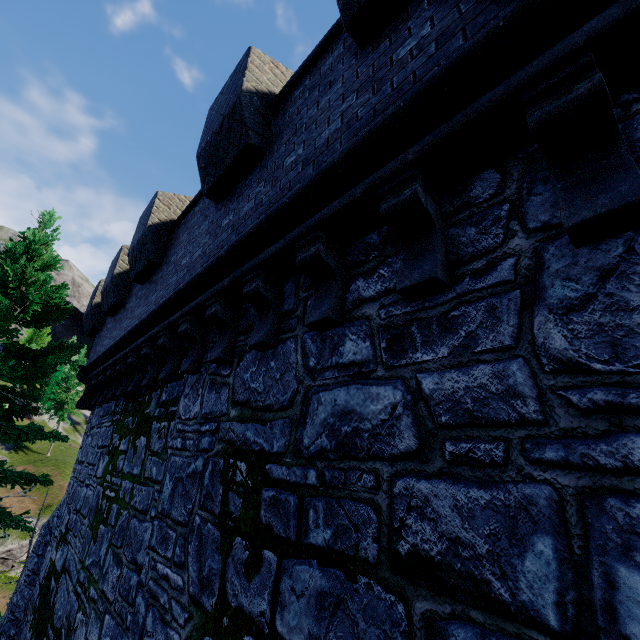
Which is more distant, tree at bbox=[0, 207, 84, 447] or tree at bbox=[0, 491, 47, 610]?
tree at bbox=[0, 207, 84, 447]

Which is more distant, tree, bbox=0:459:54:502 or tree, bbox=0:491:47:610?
tree, bbox=0:459:54:502

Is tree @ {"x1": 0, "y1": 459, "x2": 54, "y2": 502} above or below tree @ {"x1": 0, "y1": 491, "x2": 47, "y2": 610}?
above

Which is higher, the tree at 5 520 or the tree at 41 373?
the tree at 41 373

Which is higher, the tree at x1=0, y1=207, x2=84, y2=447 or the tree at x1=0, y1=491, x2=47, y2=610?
the tree at x1=0, y1=207, x2=84, y2=447

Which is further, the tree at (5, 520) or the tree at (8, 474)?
the tree at (8, 474)

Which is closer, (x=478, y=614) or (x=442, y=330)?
(x=478, y=614)
